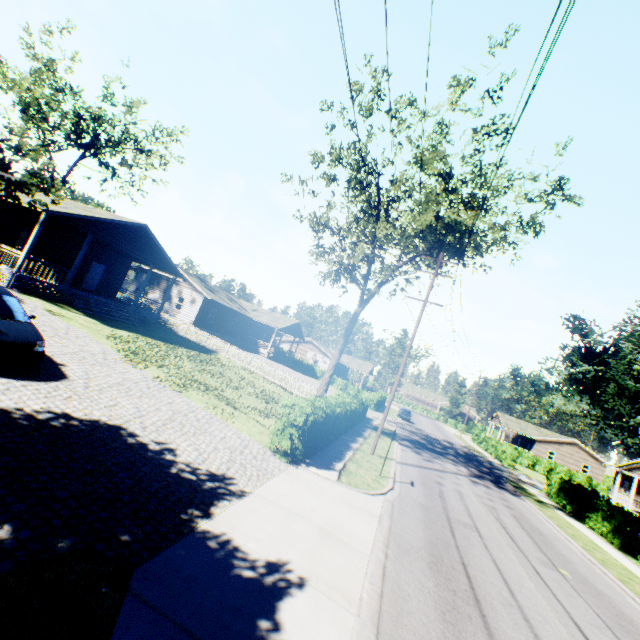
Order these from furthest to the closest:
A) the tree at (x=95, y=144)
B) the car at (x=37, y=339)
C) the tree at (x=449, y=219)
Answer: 1. the tree at (x=449, y=219)
2. the car at (x=37, y=339)
3. the tree at (x=95, y=144)

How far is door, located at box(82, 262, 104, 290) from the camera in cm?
2481

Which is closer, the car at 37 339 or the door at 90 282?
the car at 37 339

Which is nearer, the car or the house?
the car

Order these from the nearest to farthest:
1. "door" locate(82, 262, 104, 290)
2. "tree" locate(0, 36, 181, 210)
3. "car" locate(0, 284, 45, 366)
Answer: "tree" locate(0, 36, 181, 210) → "car" locate(0, 284, 45, 366) → "door" locate(82, 262, 104, 290)

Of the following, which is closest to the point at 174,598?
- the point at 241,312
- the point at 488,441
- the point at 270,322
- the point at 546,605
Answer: the point at 546,605

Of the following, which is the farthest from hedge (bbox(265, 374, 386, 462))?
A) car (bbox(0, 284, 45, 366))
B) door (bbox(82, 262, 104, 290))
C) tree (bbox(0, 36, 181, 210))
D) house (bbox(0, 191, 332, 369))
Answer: door (bbox(82, 262, 104, 290))

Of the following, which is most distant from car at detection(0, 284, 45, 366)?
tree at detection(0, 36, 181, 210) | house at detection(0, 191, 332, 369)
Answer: house at detection(0, 191, 332, 369)
